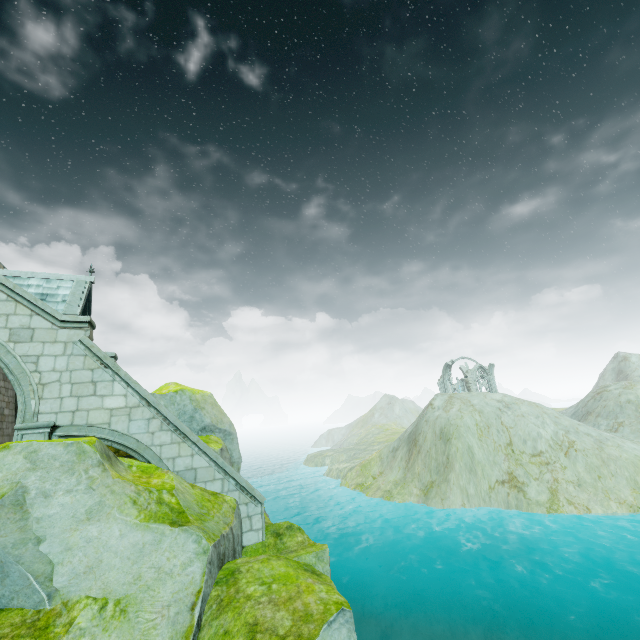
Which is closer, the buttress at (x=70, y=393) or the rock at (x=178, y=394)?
the buttress at (x=70, y=393)

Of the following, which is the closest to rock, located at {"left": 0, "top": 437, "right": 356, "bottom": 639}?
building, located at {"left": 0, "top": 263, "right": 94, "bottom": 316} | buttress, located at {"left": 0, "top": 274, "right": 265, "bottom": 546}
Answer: buttress, located at {"left": 0, "top": 274, "right": 265, "bottom": 546}

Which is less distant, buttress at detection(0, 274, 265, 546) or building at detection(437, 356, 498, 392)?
buttress at detection(0, 274, 265, 546)

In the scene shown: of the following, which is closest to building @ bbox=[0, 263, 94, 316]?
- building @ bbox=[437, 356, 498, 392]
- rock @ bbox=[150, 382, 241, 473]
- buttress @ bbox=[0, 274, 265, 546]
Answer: buttress @ bbox=[0, 274, 265, 546]

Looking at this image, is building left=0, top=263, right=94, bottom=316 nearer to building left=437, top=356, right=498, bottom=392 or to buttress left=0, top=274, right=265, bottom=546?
buttress left=0, top=274, right=265, bottom=546

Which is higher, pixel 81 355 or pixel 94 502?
pixel 81 355

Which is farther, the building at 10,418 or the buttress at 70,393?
the building at 10,418

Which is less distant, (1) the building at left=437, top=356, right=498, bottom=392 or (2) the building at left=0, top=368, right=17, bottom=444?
(2) the building at left=0, top=368, right=17, bottom=444
